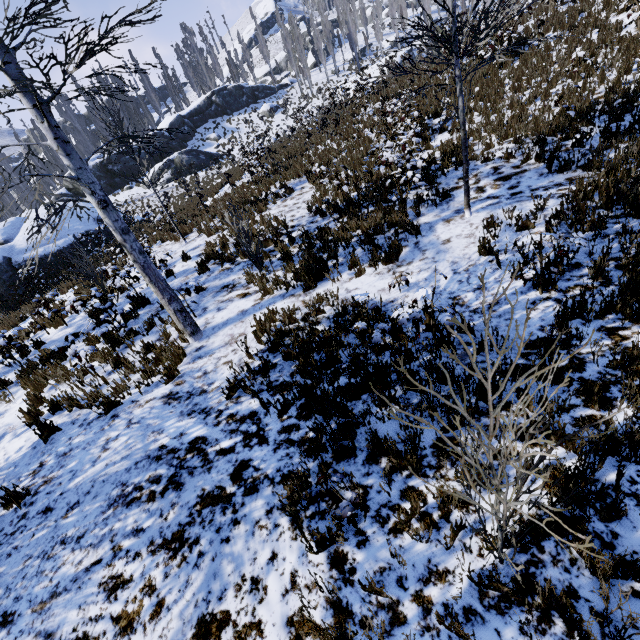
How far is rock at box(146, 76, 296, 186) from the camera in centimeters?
3431cm

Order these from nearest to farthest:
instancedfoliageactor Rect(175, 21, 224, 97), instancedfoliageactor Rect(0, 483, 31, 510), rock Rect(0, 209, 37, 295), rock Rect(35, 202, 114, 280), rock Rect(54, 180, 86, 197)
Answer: instancedfoliageactor Rect(0, 483, 31, 510) → rock Rect(0, 209, 37, 295) → rock Rect(35, 202, 114, 280) → rock Rect(54, 180, 86, 197) → instancedfoliageactor Rect(175, 21, 224, 97)

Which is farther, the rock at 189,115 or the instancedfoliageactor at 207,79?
the instancedfoliageactor at 207,79

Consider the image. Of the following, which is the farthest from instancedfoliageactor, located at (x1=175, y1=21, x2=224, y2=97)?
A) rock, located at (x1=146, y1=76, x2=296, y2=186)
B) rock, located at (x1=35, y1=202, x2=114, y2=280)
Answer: rock, located at (x1=35, y1=202, x2=114, y2=280)

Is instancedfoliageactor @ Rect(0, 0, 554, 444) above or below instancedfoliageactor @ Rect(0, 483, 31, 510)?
above

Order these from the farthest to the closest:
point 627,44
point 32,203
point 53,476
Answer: point 32,203 < point 627,44 < point 53,476

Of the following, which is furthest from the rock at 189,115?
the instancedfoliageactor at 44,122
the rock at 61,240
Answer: the rock at 61,240

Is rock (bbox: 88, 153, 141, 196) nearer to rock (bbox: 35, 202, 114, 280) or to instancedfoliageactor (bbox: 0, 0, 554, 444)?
instancedfoliageactor (bbox: 0, 0, 554, 444)
